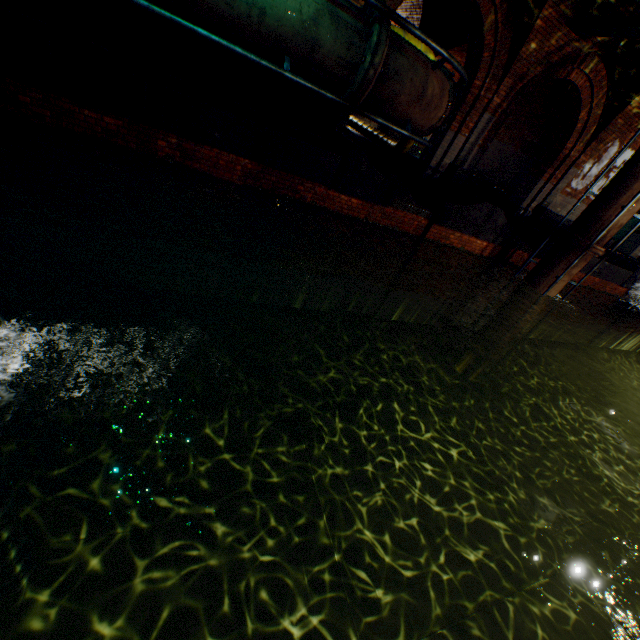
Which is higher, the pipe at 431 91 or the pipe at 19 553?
the pipe at 431 91

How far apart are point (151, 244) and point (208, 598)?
6.59m

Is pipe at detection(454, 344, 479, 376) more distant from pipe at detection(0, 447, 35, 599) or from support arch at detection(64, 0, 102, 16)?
support arch at detection(64, 0, 102, 16)

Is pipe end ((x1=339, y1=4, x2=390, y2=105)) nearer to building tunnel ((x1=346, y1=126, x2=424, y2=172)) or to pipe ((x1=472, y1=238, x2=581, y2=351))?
building tunnel ((x1=346, y1=126, x2=424, y2=172))

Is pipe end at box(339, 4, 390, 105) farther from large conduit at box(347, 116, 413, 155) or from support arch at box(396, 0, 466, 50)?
support arch at box(396, 0, 466, 50)

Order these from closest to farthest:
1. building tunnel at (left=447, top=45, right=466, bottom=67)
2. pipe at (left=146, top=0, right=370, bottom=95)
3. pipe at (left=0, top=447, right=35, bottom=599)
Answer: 1. pipe at (left=0, top=447, right=35, bottom=599)
2. pipe at (left=146, top=0, right=370, bottom=95)
3. building tunnel at (left=447, top=45, right=466, bottom=67)

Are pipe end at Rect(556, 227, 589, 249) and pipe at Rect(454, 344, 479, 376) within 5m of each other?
yes

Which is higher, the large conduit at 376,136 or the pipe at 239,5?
the pipe at 239,5
